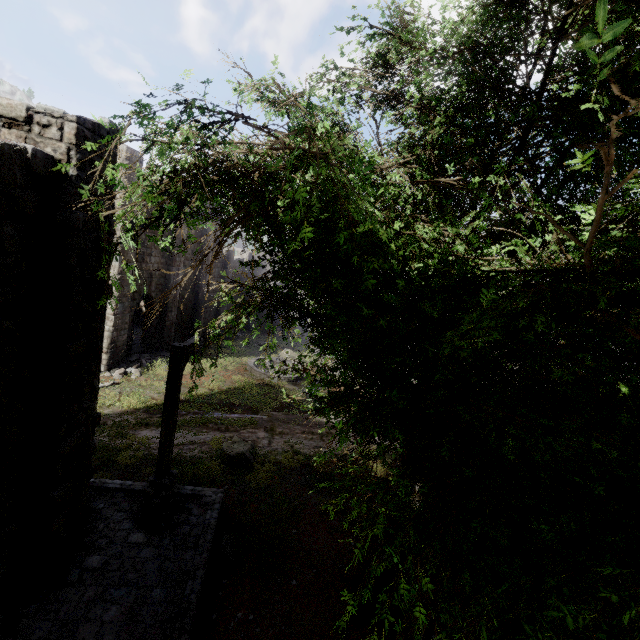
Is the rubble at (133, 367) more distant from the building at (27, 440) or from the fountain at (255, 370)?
the fountain at (255, 370)

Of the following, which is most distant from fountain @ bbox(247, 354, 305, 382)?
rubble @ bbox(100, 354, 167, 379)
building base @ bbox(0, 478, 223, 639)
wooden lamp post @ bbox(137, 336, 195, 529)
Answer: wooden lamp post @ bbox(137, 336, 195, 529)

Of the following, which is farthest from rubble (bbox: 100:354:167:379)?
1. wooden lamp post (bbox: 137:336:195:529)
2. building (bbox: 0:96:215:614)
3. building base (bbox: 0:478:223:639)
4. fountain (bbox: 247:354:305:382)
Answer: wooden lamp post (bbox: 137:336:195:529)

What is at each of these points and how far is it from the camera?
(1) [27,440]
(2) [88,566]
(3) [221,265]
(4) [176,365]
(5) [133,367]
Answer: (1) building, 5.76m
(2) building base, 6.99m
(3) building, 30.91m
(4) wooden lamp post, 7.79m
(5) rubble, 19.02m

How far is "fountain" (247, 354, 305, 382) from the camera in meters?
21.1

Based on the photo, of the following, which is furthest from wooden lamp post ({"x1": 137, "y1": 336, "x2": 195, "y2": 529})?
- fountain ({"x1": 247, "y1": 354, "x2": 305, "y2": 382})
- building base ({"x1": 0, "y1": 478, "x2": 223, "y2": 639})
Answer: fountain ({"x1": 247, "y1": 354, "x2": 305, "y2": 382})

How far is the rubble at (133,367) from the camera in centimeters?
1794cm

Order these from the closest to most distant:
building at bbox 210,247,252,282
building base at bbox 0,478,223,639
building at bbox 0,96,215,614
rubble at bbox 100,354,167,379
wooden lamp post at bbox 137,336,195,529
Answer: building at bbox 0,96,215,614 → building base at bbox 0,478,223,639 → wooden lamp post at bbox 137,336,195,529 → rubble at bbox 100,354,167,379 → building at bbox 210,247,252,282
